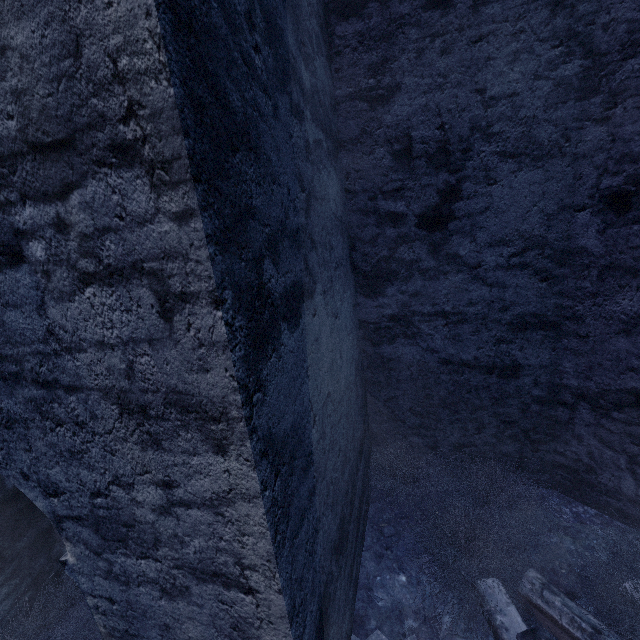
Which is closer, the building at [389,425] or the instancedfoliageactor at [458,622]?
the building at [389,425]

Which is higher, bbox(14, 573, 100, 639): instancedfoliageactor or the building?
the building

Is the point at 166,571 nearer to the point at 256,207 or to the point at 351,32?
the point at 256,207

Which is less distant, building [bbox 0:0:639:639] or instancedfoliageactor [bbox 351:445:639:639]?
building [bbox 0:0:639:639]
